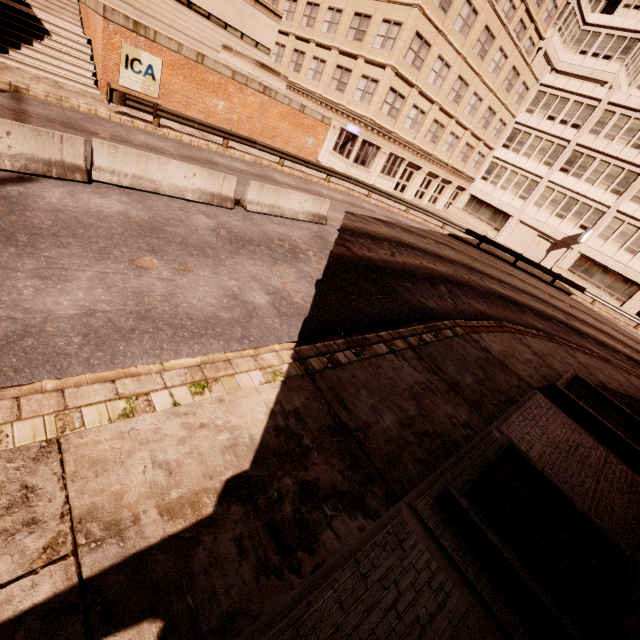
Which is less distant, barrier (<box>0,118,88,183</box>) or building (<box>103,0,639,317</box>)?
barrier (<box>0,118,88,183</box>)

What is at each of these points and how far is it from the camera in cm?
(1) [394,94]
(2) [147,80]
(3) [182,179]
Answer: (1) building, 2512
(2) sign, 1609
(3) barrier, 980

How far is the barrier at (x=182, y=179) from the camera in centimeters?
851cm

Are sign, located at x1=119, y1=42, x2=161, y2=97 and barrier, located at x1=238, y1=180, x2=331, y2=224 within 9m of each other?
no

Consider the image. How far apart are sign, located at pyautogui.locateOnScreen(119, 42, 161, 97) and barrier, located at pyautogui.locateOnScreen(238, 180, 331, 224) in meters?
10.4

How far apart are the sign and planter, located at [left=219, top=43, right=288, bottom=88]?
5.4m

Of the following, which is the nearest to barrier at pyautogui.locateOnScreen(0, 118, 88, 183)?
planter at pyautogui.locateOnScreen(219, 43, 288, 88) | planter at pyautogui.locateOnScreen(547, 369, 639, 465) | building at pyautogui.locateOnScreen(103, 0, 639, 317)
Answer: planter at pyautogui.locateOnScreen(547, 369, 639, 465)

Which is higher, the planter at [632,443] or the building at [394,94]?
the building at [394,94]
